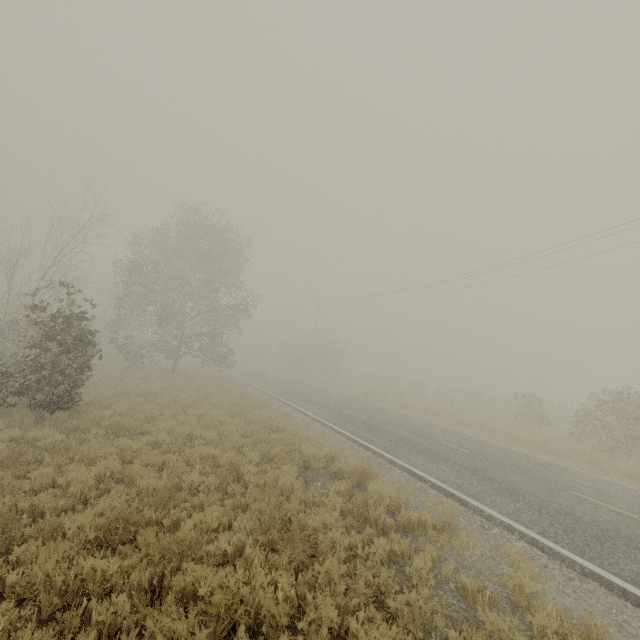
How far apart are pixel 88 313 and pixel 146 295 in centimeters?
1459cm
